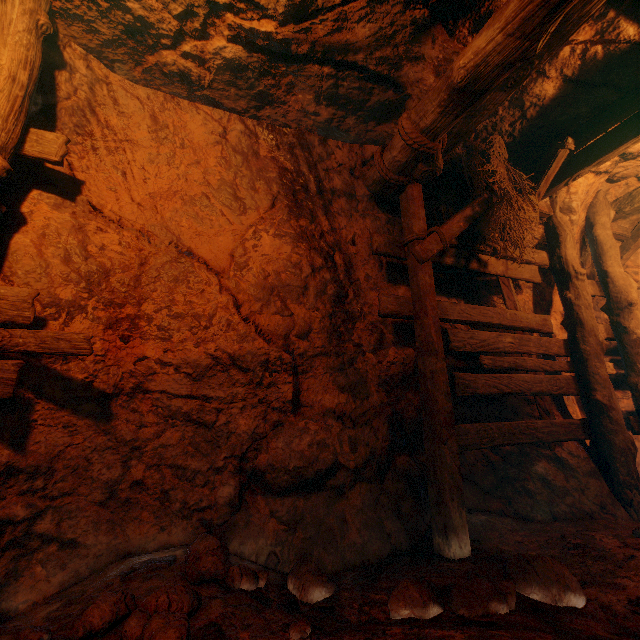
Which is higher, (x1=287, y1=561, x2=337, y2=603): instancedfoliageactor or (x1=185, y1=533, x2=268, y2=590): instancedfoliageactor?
(x1=185, y1=533, x2=268, y2=590): instancedfoliageactor

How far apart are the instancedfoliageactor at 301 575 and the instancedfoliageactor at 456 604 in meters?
0.5 m

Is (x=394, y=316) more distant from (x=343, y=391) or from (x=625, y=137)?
(x=625, y=137)

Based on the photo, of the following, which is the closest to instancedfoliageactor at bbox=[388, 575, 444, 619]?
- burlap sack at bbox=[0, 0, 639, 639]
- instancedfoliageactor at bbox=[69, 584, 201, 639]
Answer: burlap sack at bbox=[0, 0, 639, 639]

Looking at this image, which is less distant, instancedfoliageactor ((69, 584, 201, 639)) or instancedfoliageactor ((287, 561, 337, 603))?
instancedfoliageactor ((69, 584, 201, 639))

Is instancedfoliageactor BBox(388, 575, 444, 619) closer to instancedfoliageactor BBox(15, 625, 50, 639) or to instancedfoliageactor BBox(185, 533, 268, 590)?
instancedfoliageactor BBox(185, 533, 268, 590)

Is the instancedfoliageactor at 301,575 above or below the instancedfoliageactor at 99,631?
below

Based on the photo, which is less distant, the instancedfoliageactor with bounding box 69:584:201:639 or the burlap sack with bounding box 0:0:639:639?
the instancedfoliageactor with bounding box 69:584:201:639
